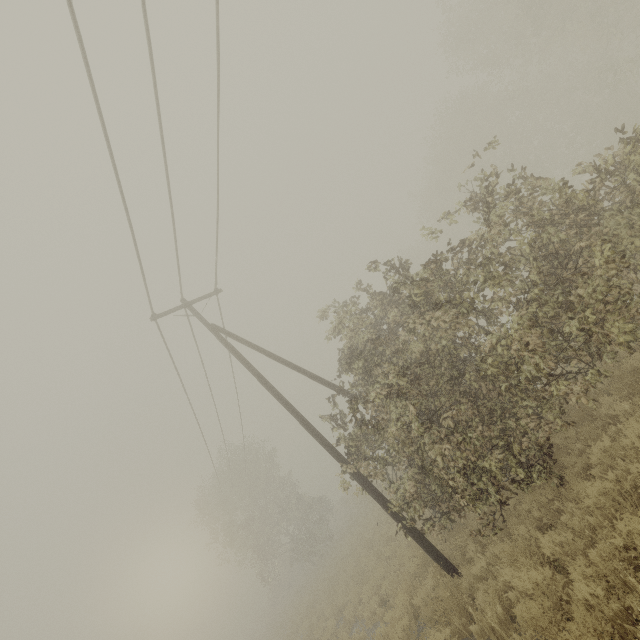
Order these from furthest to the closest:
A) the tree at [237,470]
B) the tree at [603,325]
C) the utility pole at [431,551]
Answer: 1. the tree at [237,470]
2. the utility pole at [431,551]
3. the tree at [603,325]

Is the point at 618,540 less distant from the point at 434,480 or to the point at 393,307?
the point at 434,480

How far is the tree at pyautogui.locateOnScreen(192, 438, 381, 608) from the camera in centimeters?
2822cm

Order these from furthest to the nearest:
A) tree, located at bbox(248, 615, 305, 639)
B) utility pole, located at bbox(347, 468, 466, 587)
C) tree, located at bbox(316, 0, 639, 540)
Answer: tree, located at bbox(248, 615, 305, 639), utility pole, located at bbox(347, 468, 466, 587), tree, located at bbox(316, 0, 639, 540)

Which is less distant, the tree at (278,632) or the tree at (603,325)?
the tree at (603,325)

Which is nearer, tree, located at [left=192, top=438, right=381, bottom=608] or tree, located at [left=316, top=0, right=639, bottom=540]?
tree, located at [left=316, top=0, right=639, bottom=540]

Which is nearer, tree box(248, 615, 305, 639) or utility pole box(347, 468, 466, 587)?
utility pole box(347, 468, 466, 587)
